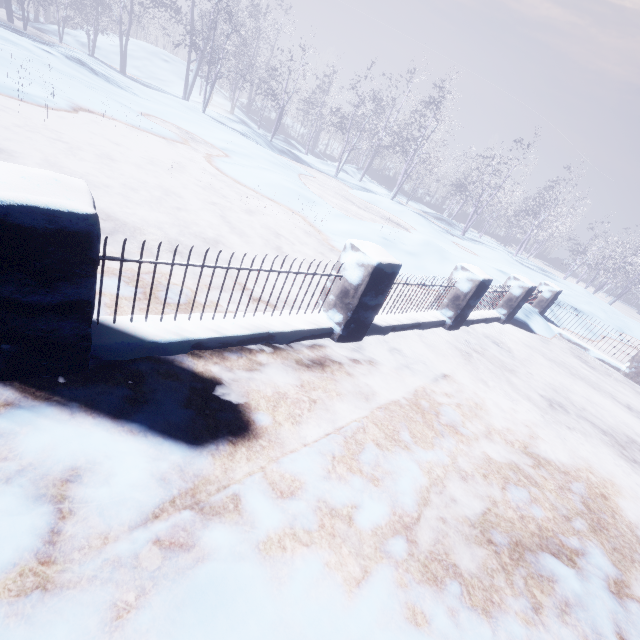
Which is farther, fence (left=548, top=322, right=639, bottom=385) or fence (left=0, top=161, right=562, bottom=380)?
fence (left=548, top=322, right=639, bottom=385)

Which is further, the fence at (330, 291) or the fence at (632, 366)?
the fence at (632, 366)

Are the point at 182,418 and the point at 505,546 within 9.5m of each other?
yes
